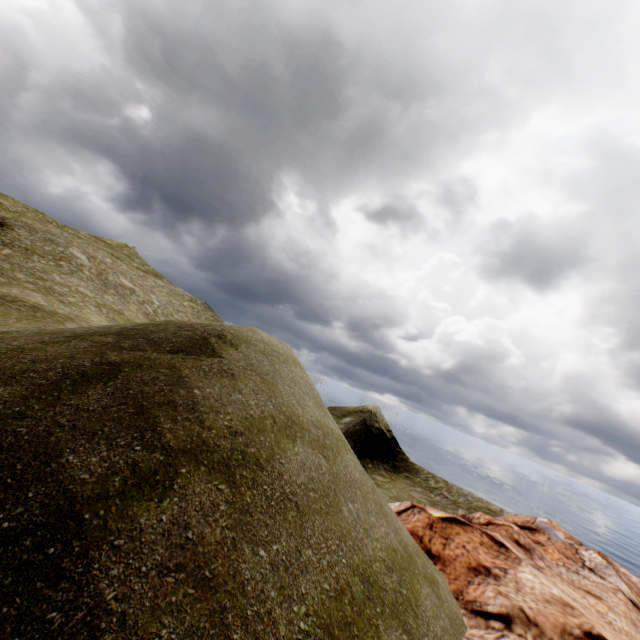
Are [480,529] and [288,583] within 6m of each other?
no
